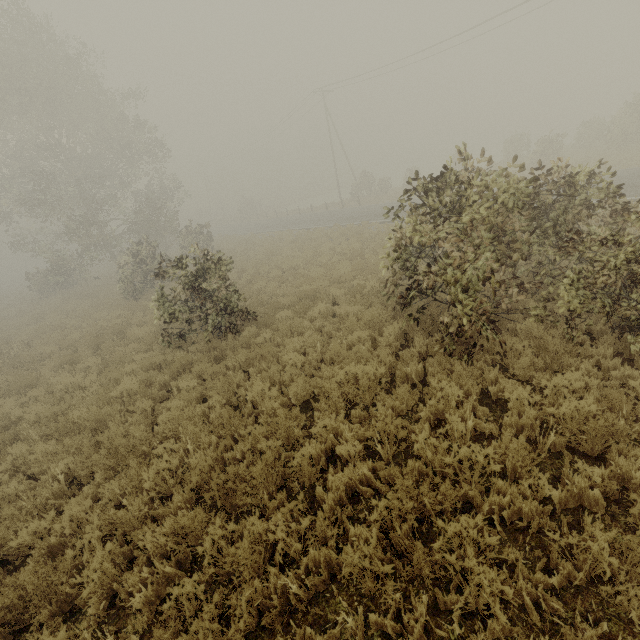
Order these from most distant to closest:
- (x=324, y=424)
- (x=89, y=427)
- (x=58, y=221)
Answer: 1. (x=58, y=221)
2. (x=89, y=427)
3. (x=324, y=424)
